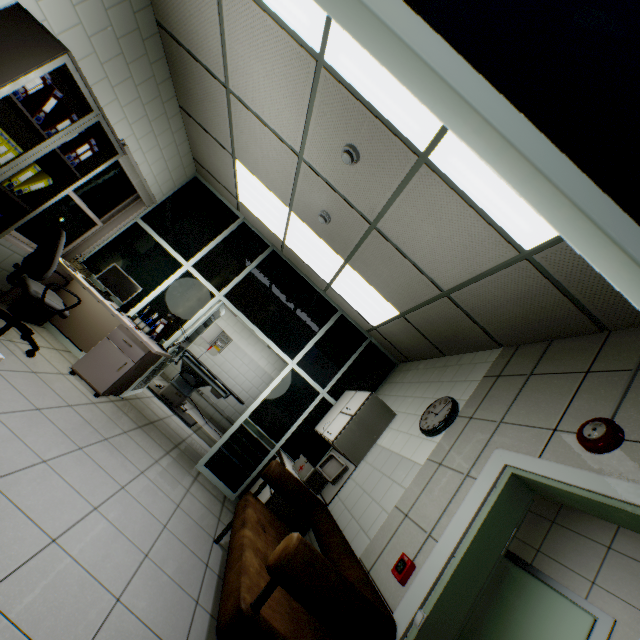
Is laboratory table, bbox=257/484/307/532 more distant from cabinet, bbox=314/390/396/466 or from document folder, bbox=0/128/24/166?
document folder, bbox=0/128/24/166

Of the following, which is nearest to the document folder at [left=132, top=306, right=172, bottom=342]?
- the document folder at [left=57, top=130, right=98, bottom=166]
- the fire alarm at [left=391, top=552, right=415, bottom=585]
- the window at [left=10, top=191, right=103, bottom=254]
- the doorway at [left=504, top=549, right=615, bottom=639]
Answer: the window at [left=10, top=191, right=103, bottom=254]

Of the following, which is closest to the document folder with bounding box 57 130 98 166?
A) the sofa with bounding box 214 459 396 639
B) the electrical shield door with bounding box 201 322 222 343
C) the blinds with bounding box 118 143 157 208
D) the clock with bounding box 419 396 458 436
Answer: the blinds with bounding box 118 143 157 208

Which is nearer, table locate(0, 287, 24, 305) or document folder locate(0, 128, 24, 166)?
document folder locate(0, 128, 24, 166)

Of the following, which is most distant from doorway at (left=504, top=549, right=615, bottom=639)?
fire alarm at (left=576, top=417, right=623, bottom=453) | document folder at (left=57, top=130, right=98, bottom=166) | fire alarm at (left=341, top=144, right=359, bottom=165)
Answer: document folder at (left=57, top=130, right=98, bottom=166)

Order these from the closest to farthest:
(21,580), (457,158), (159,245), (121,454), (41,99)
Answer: (21,580) < (457,158) < (41,99) < (121,454) < (159,245)

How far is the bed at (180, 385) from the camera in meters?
6.2 m

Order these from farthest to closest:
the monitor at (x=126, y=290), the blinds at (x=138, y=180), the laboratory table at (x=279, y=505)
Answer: the monitor at (x=126, y=290)
the blinds at (x=138, y=180)
the laboratory table at (x=279, y=505)
